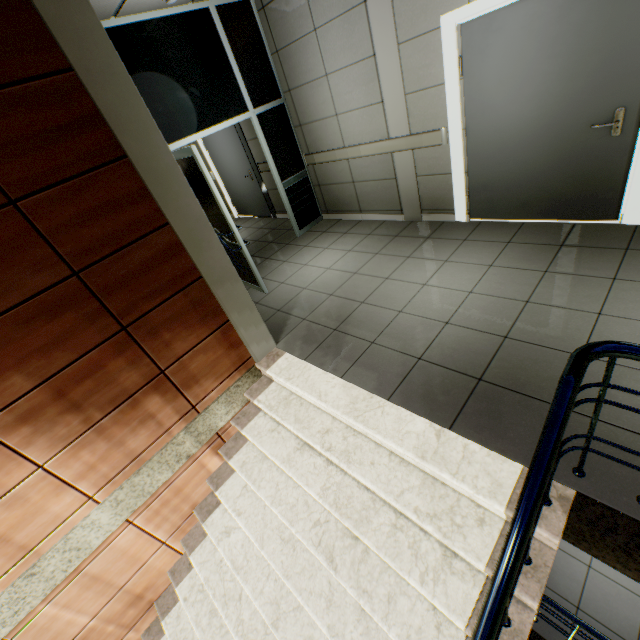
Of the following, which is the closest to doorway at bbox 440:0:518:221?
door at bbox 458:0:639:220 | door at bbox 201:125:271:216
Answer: door at bbox 458:0:639:220

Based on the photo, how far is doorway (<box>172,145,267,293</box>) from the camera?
3.7m

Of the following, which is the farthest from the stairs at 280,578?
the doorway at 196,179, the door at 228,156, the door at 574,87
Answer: the door at 228,156

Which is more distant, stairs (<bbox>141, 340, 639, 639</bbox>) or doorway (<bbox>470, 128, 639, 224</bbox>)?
doorway (<bbox>470, 128, 639, 224</bbox>)

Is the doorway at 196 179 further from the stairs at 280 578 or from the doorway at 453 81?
the doorway at 453 81

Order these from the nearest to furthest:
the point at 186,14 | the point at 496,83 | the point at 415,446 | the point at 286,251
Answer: the point at 415,446 < the point at 496,83 < the point at 186,14 < the point at 286,251

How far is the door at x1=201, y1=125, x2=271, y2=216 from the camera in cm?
667

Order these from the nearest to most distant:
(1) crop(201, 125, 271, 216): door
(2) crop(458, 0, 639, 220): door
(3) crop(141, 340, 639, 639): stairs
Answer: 1. (3) crop(141, 340, 639, 639): stairs
2. (2) crop(458, 0, 639, 220): door
3. (1) crop(201, 125, 271, 216): door
